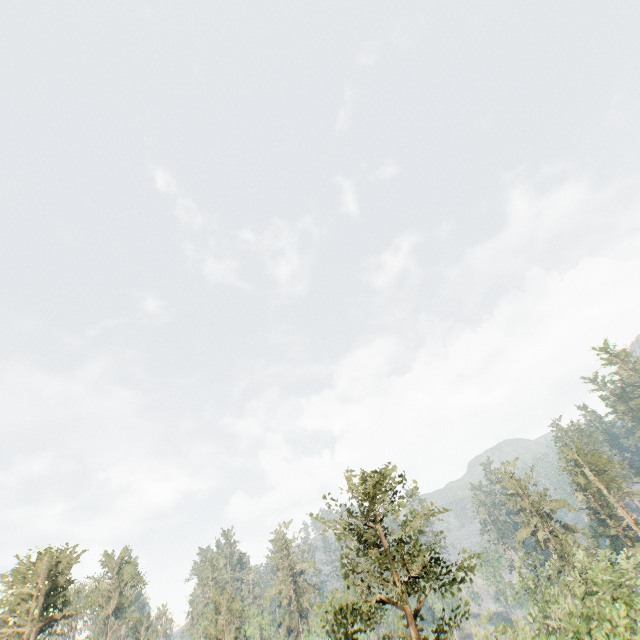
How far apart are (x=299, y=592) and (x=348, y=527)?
53.19m

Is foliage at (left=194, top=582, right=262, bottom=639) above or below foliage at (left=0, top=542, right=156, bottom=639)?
below

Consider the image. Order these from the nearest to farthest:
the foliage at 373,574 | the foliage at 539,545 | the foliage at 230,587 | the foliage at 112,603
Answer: the foliage at 373,574 < the foliage at 539,545 < the foliage at 112,603 < the foliage at 230,587

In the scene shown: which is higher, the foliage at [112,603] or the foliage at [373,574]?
the foliage at [112,603]

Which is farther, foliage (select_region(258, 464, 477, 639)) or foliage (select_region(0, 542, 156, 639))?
foliage (select_region(0, 542, 156, 639))
